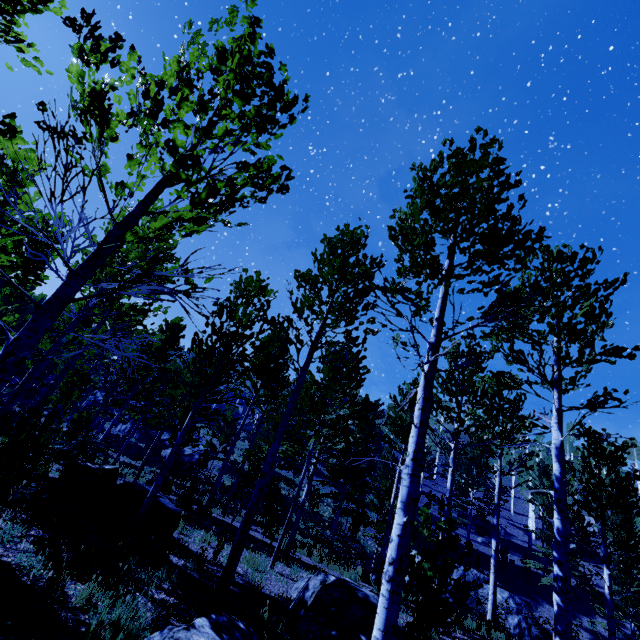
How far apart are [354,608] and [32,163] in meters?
7.2 m

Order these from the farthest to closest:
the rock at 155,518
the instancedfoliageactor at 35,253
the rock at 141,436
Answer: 1. the rock at 141,436
2. the rock at 155,518
3. the instancedfoliageactor at 35,253

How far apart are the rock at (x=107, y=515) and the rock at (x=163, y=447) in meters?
27.0 m

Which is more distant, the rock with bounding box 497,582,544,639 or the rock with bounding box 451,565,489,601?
the rock with bounding box 451,565,489,601

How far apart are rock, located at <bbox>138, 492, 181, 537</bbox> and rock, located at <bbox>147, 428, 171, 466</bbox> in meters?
27.0

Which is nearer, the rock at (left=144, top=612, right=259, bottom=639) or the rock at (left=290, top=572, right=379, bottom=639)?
the rock at (left=144, top=612, right=259, bottom=639)

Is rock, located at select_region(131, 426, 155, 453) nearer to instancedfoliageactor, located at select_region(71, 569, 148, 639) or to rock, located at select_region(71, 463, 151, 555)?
instancedfoliageactor, located at select_region(71, 569, 148, 639)
